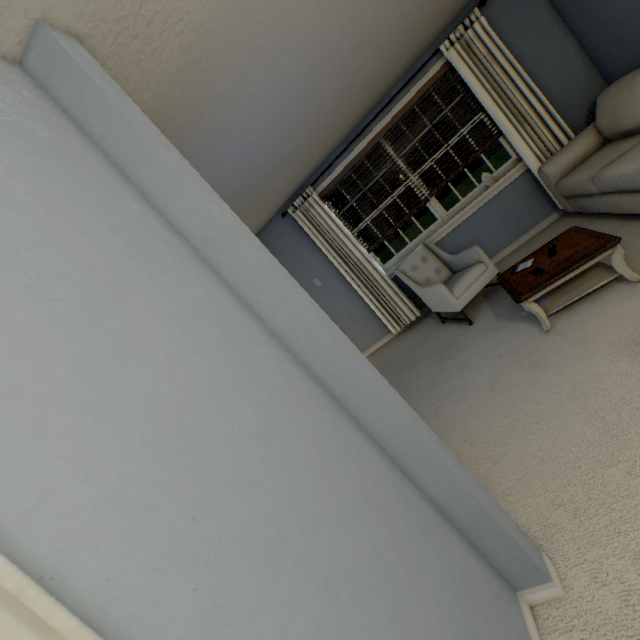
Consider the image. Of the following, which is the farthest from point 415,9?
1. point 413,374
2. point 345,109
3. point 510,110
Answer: point 413,374

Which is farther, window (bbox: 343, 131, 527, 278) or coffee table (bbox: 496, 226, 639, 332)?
window (bbox: 343, 131, 527, 278)

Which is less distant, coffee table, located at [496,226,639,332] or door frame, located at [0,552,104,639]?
door frame, located at [0,552,104,639]

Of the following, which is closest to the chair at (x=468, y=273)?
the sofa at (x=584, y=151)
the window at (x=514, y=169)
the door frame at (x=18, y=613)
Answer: the window at (x=514, y=169)

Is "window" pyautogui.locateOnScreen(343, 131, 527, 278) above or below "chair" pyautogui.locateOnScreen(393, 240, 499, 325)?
above

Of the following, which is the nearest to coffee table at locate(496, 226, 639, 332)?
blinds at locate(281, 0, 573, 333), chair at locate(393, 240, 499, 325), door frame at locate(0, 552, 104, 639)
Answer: chair at locate(393, 240, 499, 325)

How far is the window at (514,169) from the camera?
3.9 meters

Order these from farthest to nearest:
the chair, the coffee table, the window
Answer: the window → the chair → the coffee table
